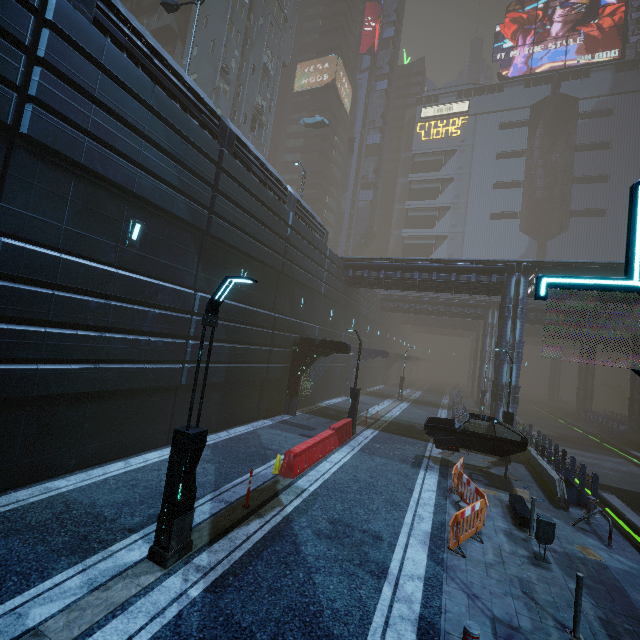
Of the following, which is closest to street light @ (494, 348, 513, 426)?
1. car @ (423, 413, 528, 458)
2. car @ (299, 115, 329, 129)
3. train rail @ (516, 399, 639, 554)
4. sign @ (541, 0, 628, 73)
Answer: car @ (423, 413, 528, 458)

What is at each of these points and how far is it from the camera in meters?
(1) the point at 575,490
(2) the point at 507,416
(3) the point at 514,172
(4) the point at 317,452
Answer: (1) building, 11.9
(2) street light, 16.2
(3) building, 60.0
(4) barrier, 12.5

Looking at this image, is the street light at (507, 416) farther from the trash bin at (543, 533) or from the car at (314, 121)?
the car at (314, 121)

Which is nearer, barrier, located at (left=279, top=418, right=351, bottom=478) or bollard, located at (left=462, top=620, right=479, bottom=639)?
bollard, located at (left=462, top=620, right=479, bottom=639)

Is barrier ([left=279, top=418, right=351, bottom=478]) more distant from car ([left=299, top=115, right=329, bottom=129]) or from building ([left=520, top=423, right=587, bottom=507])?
car ([left=299, top=115, right=329, bottom=129])

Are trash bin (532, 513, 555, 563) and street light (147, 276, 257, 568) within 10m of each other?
yes

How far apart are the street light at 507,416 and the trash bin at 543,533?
8.4m

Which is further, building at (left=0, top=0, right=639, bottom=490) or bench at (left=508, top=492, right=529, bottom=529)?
bench at (left=508, top=492, right=529, bottom=529)
